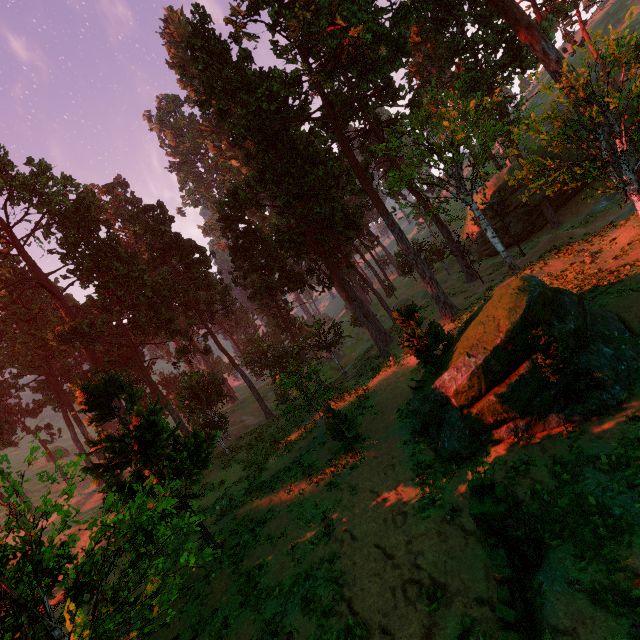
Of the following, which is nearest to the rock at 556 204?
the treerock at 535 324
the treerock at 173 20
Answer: the treerock at 535 324

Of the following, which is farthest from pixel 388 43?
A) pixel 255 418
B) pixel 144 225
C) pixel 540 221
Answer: pixel 255 418

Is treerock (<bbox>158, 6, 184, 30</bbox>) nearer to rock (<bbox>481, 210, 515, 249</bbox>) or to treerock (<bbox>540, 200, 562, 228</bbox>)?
treerock (<bbox>540, 200, 562, 228</bbox>)

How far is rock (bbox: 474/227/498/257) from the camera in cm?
3980

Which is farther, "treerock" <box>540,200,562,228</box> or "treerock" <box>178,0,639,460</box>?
"treerock" <box>540,200,562,228</box>

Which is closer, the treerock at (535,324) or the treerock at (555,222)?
the treerock at (535,324)

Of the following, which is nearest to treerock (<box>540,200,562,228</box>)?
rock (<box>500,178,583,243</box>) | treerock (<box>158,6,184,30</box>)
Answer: rock (<box>500,178,583,243</box>)
